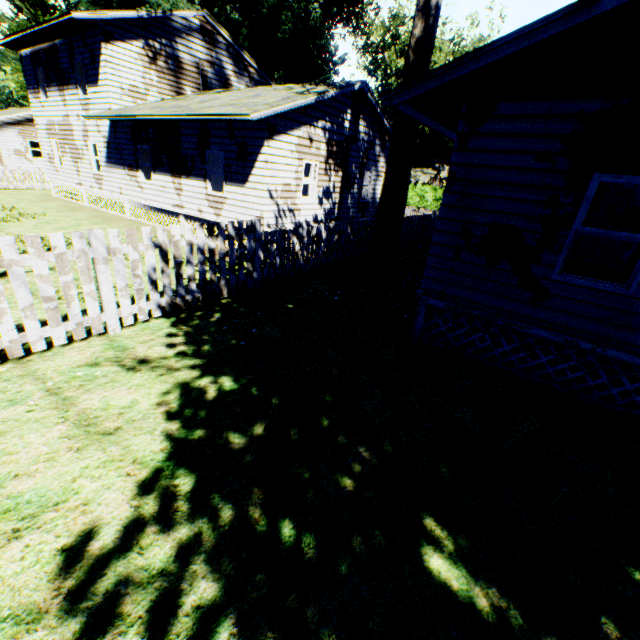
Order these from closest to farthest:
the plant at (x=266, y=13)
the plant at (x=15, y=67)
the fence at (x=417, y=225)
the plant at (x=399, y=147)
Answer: the plant at (x=266, y=13) < the plant at (x=399, y=147) < the fence at (x=417, y=225) < the plant at (x=15, y=67)

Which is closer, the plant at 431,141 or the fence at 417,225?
the fence at 417,225

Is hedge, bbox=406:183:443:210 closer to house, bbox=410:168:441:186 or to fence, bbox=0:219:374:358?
house, bbox=410:168:441:186

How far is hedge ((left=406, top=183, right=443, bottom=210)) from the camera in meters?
43.5

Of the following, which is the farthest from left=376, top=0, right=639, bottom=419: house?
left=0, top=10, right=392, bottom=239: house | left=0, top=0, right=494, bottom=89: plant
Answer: left=0, top=10, right=392, bottom=239: house

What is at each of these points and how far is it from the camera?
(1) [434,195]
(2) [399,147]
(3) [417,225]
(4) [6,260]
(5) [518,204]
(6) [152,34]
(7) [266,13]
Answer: (1) hedge, 43.16m
(2) plant, 9.67m
(3) fence, 18.23m
(4) fence, 4.59m
(5) house, 5.30m
(6) house, 15.53m
(7) plant, 24.44m

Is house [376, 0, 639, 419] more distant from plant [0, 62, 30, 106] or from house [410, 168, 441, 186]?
house [410, 168, 441, 186]

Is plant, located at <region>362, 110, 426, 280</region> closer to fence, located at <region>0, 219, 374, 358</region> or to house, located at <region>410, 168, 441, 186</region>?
house, located at <region>410, 168, 441, 186</region>
